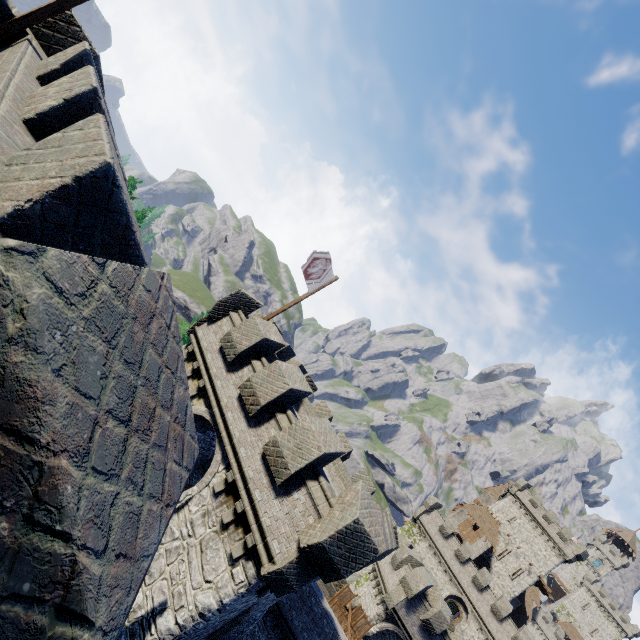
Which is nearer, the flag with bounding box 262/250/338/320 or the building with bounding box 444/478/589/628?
the flag with bounding box 262/250/338/320

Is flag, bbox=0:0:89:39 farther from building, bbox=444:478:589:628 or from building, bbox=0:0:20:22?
building, bbox=444:478:589:628

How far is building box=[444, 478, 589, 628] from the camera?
47.5 meters

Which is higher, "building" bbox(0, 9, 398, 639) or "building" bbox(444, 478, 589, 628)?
"building" bbox(444, 478, 589, 628)

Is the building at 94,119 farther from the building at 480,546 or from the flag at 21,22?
the building at 480,546

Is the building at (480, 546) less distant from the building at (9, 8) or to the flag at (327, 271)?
the building at (9, 8)

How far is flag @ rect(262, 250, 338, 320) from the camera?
13.4 meters

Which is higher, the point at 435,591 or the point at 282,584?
the point at 435,591
